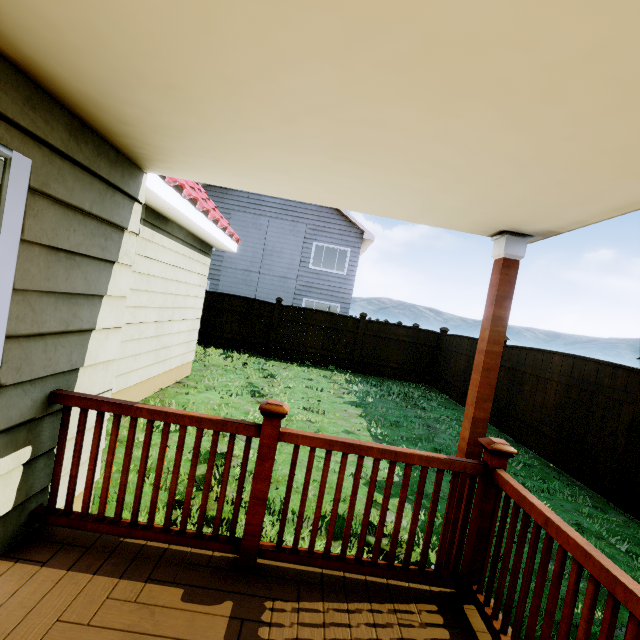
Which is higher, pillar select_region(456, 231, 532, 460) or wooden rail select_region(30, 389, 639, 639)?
pillar select_region(456, 231, 532, 460)

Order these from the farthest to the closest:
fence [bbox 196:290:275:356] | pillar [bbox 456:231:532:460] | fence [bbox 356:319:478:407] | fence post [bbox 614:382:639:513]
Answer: fence [bbox 196:290:275:356], fence [bbox 356:319:478:407], fence post [bbox 614:382:639:513], pillar [bbox 456:231:532:460]

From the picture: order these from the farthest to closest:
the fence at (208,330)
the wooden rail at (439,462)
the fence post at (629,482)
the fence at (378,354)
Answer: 1. the fence at (208,330)
2. the fence at (378,354)
3. the fence post at (629,482)
4. the wooden rail at (439,462)

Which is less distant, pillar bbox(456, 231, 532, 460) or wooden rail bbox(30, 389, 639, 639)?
wooden rail bbox(30, 389, 639, 639)

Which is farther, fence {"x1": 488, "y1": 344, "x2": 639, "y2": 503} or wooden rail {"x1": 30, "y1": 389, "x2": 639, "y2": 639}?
fence {"x1": 488, "y1": 344, "x2": 639, "y2": 503}

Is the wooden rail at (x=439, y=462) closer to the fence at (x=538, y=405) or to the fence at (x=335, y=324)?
the fence at (x=538, y=405)

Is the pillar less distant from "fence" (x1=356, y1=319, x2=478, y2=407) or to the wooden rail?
the wooden rail

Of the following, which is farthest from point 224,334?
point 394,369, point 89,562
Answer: point 89,562
